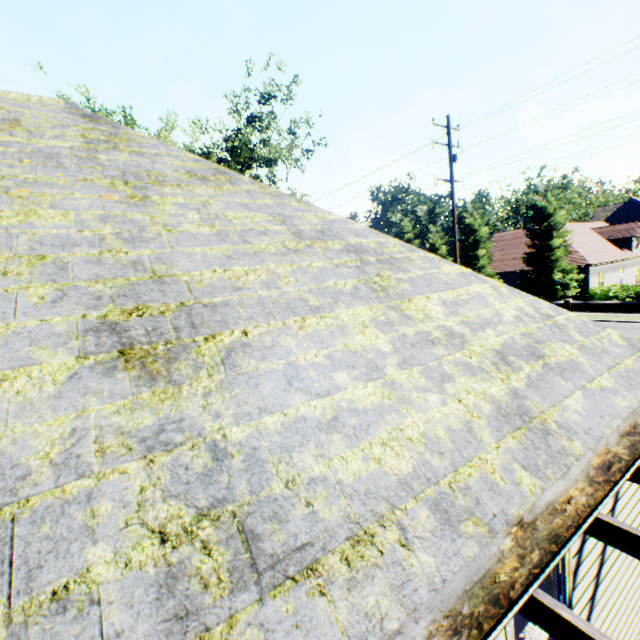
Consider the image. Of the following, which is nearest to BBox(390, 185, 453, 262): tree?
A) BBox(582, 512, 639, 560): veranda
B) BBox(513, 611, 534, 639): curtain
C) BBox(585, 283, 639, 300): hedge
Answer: BBox(585, 283, 639, 300): hedge

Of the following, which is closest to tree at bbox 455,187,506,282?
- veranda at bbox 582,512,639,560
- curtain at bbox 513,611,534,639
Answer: veranda at bbox 582,512,639,560

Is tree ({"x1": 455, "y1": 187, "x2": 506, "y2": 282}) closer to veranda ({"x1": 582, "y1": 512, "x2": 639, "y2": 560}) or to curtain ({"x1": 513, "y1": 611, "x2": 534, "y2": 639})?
veranda ({"x1": 582, "y1": 512, "x2": 639, "y2": 560})

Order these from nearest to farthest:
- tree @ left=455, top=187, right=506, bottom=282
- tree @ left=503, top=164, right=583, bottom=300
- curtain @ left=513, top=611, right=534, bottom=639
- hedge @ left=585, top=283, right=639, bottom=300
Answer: curtain @ left=513, top=611, right=534, bottom=639, hedge @ left=585, top=283, right=639, bottom=300, tree @ left=503, top=164, right=583, bottom=300, tree @ left=455, top=187, right=506, bottom=282

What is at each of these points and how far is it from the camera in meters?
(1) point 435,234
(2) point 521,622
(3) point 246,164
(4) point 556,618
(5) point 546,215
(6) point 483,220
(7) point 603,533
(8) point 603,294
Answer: (1) tree, 36.1 m
(2) curtain, 3.2 m
(3) tree, 23.6 m
(4) veranda, 1.5 m
(5) tree, 26.4 m
(6) tree, 31.7 m
(7) veranda, 2.0 m
(8) hedge, 23.8 m

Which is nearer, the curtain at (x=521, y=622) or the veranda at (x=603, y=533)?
the veranda at (x=603, y=533)

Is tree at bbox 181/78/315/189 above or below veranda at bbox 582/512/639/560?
above

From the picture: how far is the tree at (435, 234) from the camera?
36.09m
